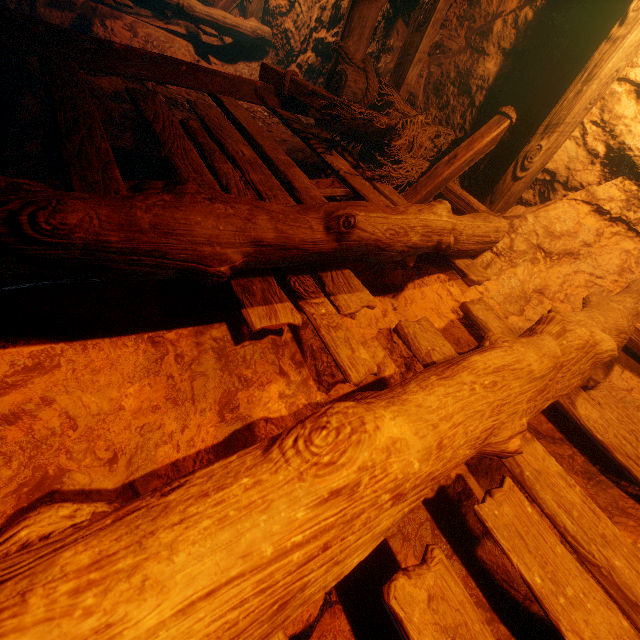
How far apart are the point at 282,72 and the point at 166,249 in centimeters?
321cm
